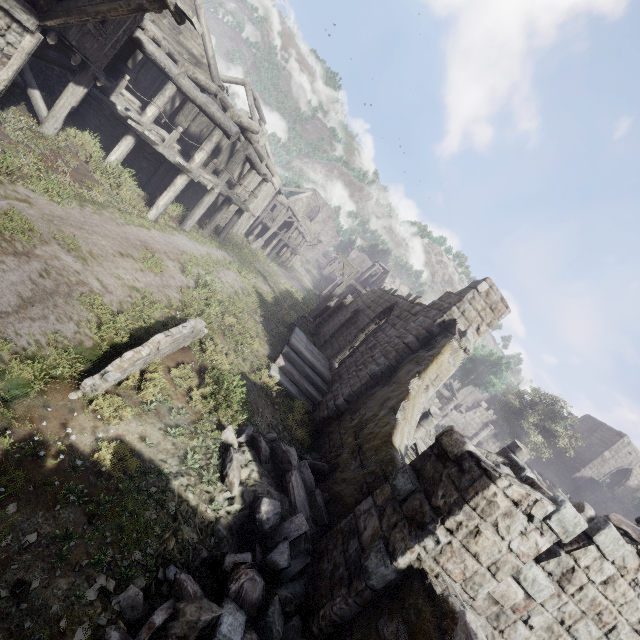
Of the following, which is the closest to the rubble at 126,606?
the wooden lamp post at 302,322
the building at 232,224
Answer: the building at 232,224

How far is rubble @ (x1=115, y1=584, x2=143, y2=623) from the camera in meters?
3.6

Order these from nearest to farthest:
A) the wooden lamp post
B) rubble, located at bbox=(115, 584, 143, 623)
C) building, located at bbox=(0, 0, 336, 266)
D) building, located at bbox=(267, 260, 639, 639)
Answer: rubble, located at bbox=(115, 584, 143, 623)
building, located at bbox=(267, 260, 639, 639)
building, located at bbox=(0, 0, 336, 266)
the wooden lamp post

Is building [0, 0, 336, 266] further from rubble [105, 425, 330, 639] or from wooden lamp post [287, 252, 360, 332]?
wooden lamp post [287, 252, 360, 332]

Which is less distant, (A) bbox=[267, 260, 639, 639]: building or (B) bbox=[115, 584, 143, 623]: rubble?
(B) bbox=[115, 584, 143, 623]: rubble

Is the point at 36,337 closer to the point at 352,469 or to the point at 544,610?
the point at 352,469

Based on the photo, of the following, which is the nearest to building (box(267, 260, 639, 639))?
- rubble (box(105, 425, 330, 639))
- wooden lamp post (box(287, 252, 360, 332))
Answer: rubble (box(105, 425, 330, 639))

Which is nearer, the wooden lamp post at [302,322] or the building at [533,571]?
the building at [533,571]
